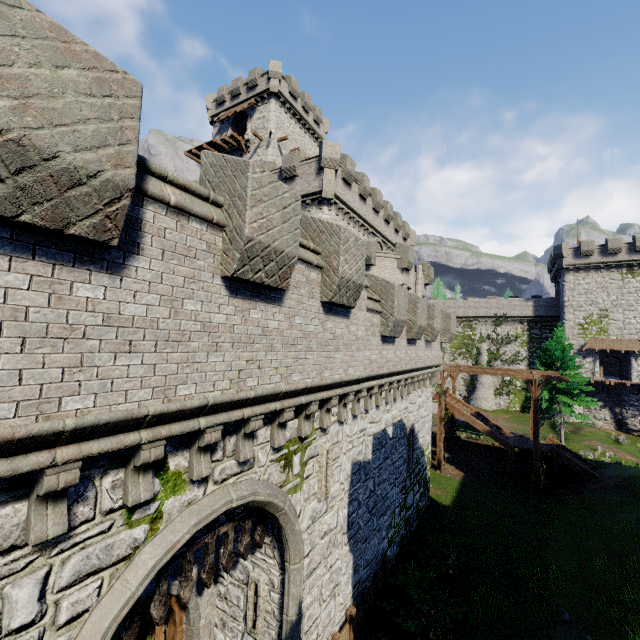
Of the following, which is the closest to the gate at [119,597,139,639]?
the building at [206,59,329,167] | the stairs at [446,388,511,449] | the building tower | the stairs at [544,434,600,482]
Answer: the building tower

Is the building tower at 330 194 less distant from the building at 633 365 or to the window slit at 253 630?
the window slit at 253 630

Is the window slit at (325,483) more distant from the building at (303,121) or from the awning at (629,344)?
the awning at (629,344)

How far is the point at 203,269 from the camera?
4.8 meters

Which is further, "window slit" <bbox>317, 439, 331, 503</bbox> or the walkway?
the walkway

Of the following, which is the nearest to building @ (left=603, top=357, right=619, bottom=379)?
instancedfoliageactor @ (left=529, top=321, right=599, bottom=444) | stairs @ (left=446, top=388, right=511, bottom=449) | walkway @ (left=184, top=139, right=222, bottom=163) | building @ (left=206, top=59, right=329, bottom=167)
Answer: instancedfoliageactor @ (left=529, top=321, right=599, bottom=444)

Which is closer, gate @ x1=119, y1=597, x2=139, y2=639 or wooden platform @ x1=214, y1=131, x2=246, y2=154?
gate @ x1=119, y1=597, x2=139, y2=639

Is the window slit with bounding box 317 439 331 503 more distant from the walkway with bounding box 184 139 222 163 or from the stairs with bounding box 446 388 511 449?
the walkway with bounding box 184 139 222 163
